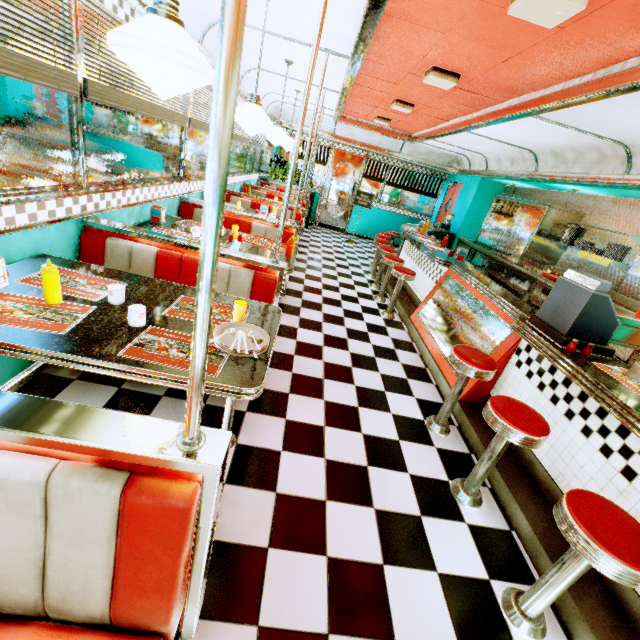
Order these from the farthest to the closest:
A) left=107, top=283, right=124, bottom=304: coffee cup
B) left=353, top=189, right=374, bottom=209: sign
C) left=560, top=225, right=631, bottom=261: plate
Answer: left=353, top=189, right=374, bottom=209: sign → left=560, top=225, right=631, bottom=261: plate → left=107, top=283, right=124, bottom=304: coffee cup

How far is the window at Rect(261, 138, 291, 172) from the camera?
9.9 meters

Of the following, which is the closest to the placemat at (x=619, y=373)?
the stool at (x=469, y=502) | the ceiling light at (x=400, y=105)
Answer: the stool at (x=469, y=502)

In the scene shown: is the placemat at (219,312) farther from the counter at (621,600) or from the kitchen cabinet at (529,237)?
the kitchen cabinet at (529,237)

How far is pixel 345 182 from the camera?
10.73m

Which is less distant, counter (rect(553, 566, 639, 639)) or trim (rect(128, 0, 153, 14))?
counter (rect(553, 566, 639, 639))

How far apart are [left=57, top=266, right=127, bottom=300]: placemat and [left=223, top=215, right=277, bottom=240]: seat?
2.2m

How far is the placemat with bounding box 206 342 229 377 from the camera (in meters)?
1.55
